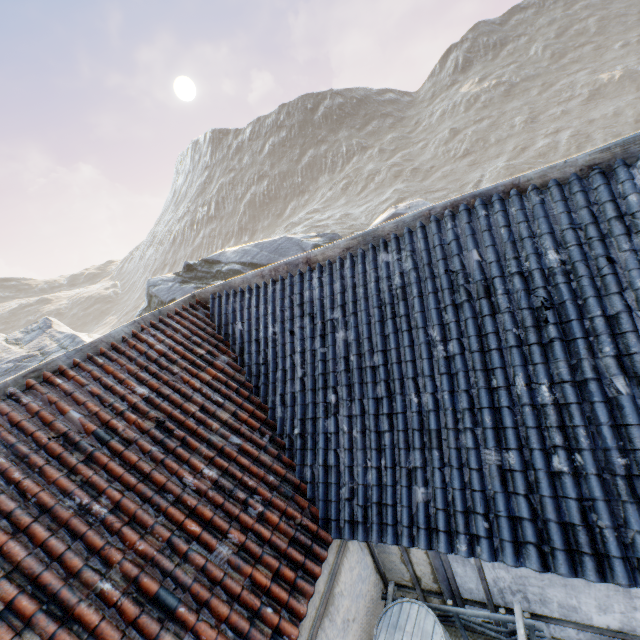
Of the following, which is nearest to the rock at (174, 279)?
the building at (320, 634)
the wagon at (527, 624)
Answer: the building at (320, 634)

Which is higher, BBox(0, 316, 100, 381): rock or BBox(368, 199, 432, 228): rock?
BBox(0, 316, 100, 381): rock

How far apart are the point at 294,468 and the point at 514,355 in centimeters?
308cm

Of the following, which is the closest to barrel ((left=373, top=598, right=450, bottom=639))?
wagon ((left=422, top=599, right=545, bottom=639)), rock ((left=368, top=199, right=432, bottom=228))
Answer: wagon ((left=422, top=599, right=545, bottom=639))

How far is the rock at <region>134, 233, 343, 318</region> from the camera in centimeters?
2070cm

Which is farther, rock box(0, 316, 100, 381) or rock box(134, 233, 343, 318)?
rock box(134, 233, 343, 318)

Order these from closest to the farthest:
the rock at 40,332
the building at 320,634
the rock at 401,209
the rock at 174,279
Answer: the building at 320,634, the rock at 40,332, the rock at 174,279, the rock at 401,209
